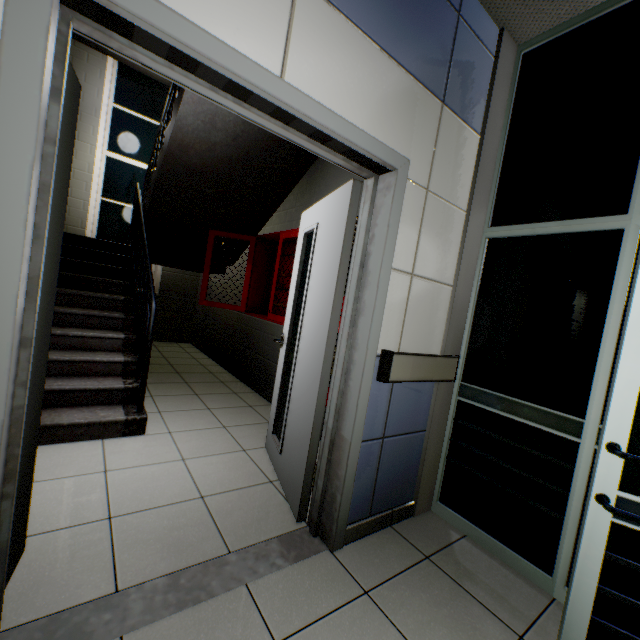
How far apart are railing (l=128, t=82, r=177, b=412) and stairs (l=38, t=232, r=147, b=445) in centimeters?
4cm

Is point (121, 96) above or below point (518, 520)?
above

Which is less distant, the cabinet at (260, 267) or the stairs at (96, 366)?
the stairs at (96, 366)

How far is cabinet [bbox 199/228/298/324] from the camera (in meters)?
3.64

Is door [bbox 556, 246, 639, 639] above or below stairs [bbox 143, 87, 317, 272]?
below

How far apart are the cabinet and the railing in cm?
73

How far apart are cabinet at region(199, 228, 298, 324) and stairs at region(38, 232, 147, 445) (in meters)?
0.69

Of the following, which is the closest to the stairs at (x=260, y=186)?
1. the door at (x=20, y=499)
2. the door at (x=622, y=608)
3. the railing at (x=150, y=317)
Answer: the railing at (x=150, y=317)
